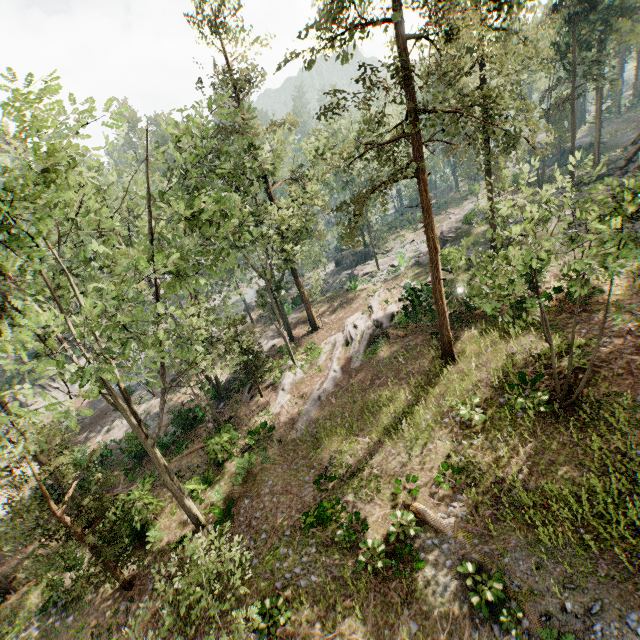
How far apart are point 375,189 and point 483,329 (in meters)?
10.70

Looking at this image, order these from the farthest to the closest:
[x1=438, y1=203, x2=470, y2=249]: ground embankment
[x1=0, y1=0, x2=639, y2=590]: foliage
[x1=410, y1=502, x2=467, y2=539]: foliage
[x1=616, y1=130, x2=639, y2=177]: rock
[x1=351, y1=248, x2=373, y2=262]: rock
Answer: [x1=351, y1=248, x2=373, y2=262]: rock, [x1=438, y1=203, x2=470, y2=249]: ground embankment, [x1=616, y1=130, x2=639, y2=177]: rock, [x1=410, y1=502, x2=467, y2=539]: foliage, [x1=0, y1=0, x2=639, y2=590]: foliage

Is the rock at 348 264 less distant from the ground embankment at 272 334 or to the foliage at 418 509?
the foliage at 418 509

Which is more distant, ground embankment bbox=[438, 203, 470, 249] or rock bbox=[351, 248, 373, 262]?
rock bbox=[351, 248, 373, 262]

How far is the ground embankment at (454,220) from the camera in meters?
37.0

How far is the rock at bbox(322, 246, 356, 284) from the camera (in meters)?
48.41

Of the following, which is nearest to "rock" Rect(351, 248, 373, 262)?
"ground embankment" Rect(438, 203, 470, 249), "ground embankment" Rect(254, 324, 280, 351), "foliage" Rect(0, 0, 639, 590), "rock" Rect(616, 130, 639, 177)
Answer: "foliage" Rect(0, 0, 639, 590)

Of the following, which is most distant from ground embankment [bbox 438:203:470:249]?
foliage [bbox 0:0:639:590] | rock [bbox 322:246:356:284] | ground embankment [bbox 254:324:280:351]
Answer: ground embankment [bbox 254:324:280:351]
